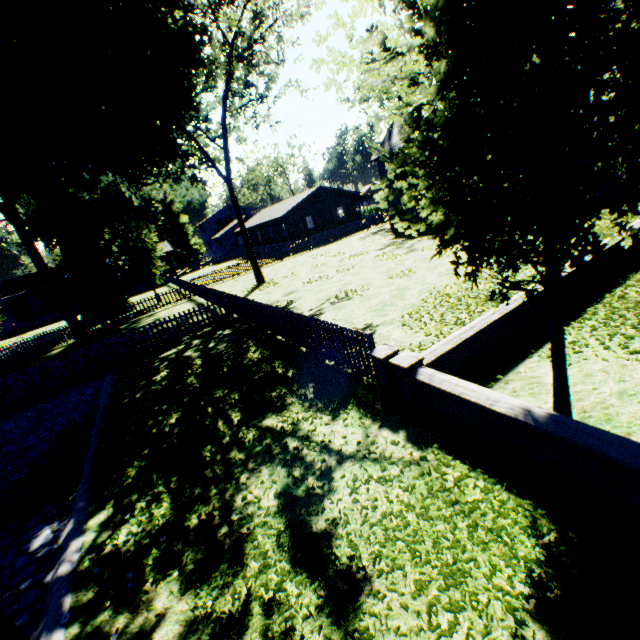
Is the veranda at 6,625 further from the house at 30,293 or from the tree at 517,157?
the house at 30,293

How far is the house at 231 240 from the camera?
58.87m

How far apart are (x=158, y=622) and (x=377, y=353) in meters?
4.8

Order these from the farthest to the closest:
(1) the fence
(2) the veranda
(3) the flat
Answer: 1. (3) the flat
2. (1) the fence
3. (2) the veranda

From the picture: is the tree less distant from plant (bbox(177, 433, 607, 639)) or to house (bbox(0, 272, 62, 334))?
plant (bbox(177, 433, 607, 639))

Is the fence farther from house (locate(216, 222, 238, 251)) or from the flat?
the flat

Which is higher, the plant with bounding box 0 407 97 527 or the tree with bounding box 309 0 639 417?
the tree with bounding box 309 0 639 417

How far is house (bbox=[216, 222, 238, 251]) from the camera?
58.9m
